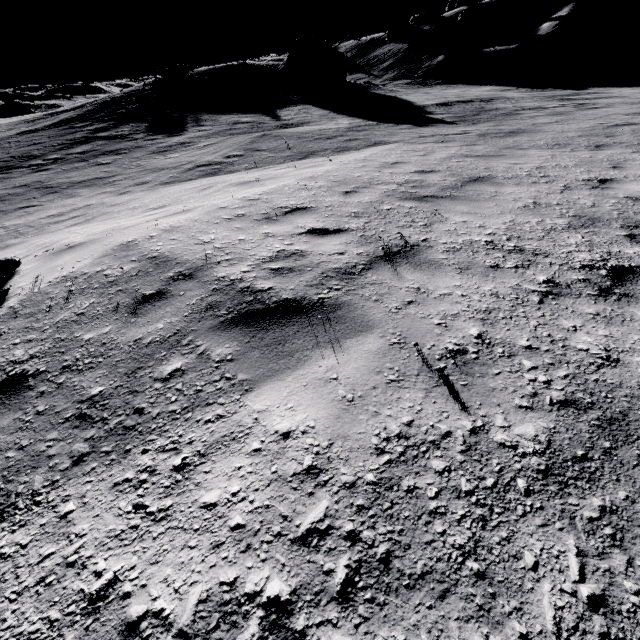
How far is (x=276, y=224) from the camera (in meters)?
4.62

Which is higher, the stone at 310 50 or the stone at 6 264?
the stone at 310 50

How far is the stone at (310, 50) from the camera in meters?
26.0

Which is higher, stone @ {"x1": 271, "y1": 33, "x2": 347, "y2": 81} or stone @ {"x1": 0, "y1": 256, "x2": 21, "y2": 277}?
stone @ {"x1": 271, "y1": 33, "x2": 347, "y2": 81}

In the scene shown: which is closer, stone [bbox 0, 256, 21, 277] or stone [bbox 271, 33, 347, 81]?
stone [bbox 0, 256, 21, 277]

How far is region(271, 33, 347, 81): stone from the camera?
26.0m
